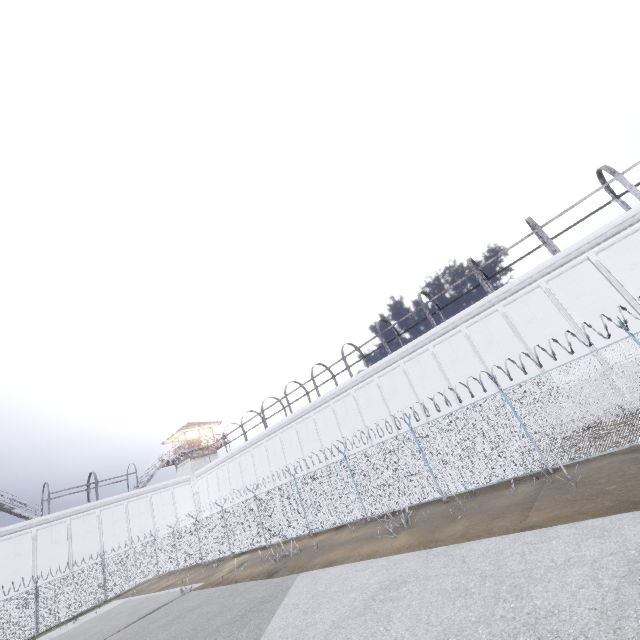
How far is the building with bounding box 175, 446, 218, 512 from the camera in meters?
39.7

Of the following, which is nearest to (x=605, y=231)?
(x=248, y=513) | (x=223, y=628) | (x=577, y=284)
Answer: (x=577, y=284)

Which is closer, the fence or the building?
the fence

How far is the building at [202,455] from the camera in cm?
3972

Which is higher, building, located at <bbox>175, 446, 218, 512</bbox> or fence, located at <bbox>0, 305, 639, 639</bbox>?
building, located at <bbox>175, 446, 218, 512</bbox>

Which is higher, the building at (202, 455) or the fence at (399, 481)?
the building at (202, 455)
